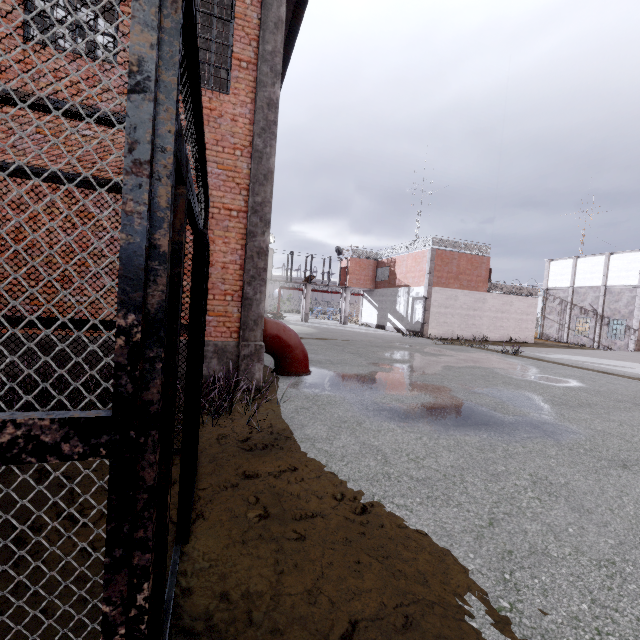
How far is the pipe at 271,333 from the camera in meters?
8.2

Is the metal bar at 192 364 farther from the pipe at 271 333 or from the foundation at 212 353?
the pipe at 271 333

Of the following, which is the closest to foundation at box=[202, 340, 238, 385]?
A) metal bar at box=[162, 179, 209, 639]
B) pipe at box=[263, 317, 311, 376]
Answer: pipe at box=[263, 317, 311, 376]

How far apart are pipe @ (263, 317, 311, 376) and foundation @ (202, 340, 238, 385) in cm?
113

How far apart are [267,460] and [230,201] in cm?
513

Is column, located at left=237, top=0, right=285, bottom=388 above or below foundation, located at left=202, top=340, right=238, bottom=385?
above

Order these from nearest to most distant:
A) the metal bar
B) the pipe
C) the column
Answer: the metal bar, the column, the pipe

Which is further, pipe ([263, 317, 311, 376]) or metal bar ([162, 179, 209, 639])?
pipe ([263, 317, 311, 376])
